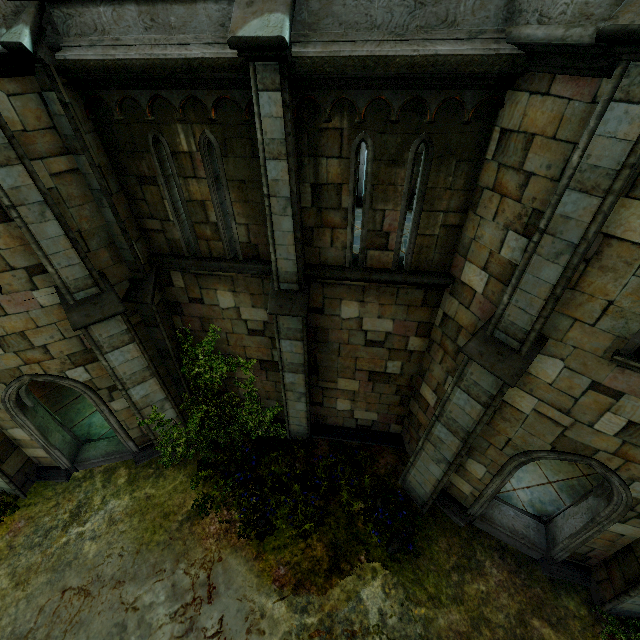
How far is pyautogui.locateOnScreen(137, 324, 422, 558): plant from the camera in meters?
8.4 m

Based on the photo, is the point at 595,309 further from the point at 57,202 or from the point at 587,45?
the point at 57,202

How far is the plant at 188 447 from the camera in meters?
8.4
